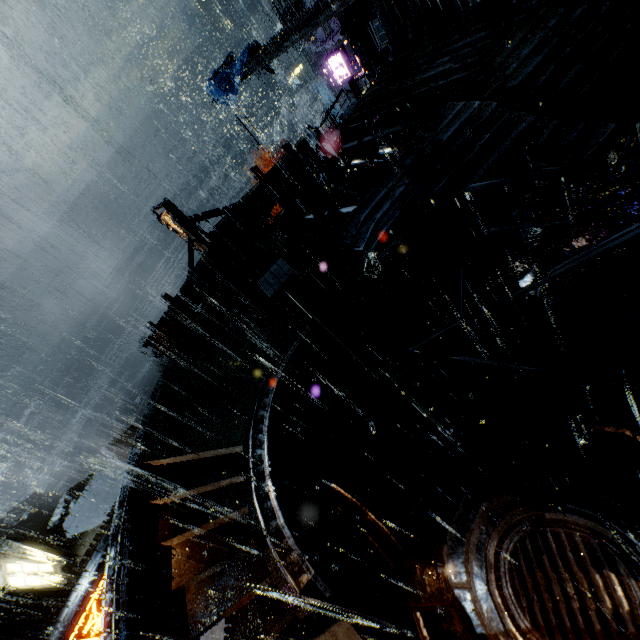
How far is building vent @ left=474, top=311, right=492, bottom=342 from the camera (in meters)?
10.16

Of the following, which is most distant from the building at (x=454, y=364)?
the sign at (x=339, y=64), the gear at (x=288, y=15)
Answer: the sign at (x=339, y=64)

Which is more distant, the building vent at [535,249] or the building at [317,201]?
the building at [317,201]

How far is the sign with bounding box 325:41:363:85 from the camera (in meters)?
21.88

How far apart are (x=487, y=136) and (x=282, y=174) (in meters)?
10.46

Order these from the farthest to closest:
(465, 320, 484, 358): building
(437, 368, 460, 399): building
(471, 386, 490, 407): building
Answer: (471, 386, 490, 407): building → (437, 368, 460, 399): building → (465, 320, 484, 358): building

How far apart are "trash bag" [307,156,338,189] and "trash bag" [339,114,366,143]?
0.7m

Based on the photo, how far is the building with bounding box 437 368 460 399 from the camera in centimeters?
1285cm
